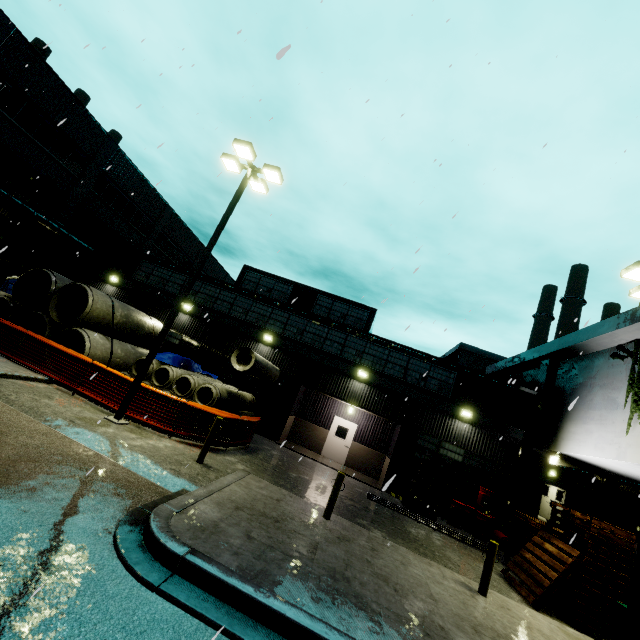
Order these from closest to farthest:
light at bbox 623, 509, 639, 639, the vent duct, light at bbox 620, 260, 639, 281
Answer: light at bbox 623, 509, 639, 639
light at bbox 620, 260, 639, 281
the vent duct

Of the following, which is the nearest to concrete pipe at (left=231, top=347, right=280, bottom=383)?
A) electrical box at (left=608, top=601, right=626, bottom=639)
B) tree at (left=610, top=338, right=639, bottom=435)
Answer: tree at (left=610, top=338, right=639, bottom=435)

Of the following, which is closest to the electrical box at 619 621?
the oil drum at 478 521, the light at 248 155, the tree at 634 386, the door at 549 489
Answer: the tree at 634 386

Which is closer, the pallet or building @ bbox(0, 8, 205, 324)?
the pallet

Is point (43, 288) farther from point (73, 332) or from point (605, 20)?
point (605, 20)

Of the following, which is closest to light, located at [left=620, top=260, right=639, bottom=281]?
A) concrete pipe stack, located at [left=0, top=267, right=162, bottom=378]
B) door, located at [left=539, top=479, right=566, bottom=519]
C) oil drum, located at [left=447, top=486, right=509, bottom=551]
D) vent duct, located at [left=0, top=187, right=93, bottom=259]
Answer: oil drum, located at [left=447, top=486, right=509, bottom=551]

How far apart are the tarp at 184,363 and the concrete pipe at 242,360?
0.78m

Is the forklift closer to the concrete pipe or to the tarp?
the concrete pipe
